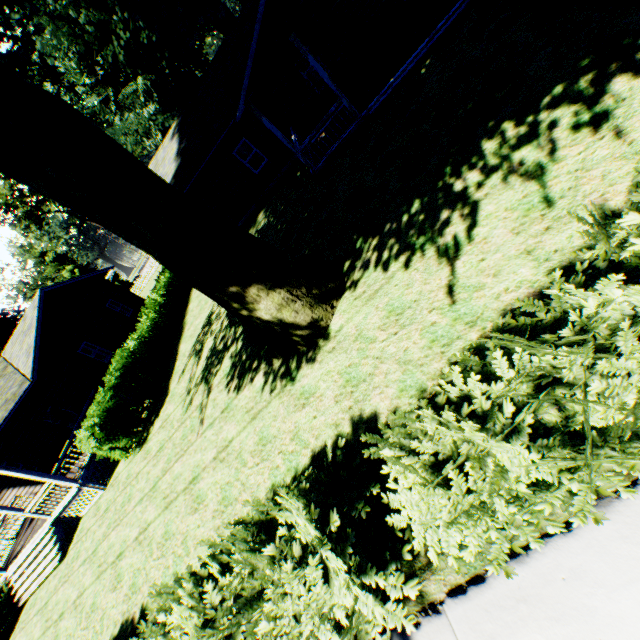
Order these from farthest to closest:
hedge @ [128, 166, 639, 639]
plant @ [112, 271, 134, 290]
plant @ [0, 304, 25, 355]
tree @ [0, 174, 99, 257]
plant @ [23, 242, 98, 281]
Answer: plant @ [112, 271, 134, 290]
plant @ [23, 242, 98, 281]
tree @ [0, 174, 99, 257]
plant @ [0, 304, 25, 355]
hedge @ [128, 166, 639, 639]

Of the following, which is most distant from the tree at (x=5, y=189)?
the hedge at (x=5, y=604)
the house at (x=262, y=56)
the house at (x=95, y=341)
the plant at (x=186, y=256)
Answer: the hedge at (x=5, y=604)

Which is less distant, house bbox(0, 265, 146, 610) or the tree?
house bbox(0, 265, 146, 610)

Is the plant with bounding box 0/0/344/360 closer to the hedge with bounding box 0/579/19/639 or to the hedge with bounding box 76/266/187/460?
the hedge with bounding box 76/266/187/460

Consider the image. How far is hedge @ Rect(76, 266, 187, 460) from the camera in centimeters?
1234cm

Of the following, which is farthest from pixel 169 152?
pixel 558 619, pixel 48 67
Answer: pixel 558 619

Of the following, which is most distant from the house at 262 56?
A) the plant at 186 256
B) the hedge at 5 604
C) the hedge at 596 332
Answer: the hedge at 5 604

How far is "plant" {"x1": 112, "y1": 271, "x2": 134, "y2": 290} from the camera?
54.7m
